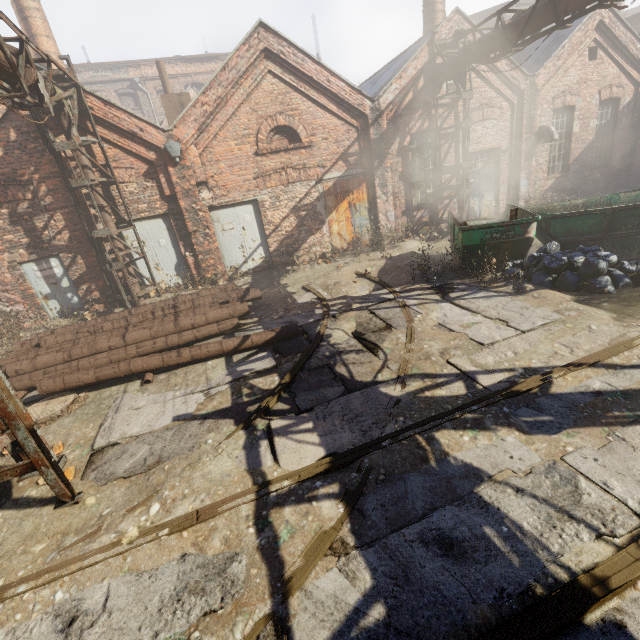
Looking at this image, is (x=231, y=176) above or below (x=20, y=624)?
above

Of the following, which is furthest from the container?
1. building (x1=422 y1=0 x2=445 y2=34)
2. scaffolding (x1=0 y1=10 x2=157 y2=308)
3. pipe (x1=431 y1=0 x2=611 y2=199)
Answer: scaffolding (x1=0 y1=10 x2=157 y2=308)

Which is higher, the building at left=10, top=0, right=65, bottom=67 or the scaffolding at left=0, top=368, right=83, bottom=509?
the building at left=10, top=0, right=65, bottom=67

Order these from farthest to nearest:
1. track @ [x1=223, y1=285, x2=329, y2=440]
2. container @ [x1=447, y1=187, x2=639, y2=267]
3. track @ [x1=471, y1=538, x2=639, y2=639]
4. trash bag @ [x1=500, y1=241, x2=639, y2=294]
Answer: container @ [x1=447, y1=187, x2=639, y2=267], trash bag @ [x1=500, y1=241, x2=639, y2=294], track @ [x1=223, y1=285, x2=329, y2=440], track @ [x1=471, y1=538, x2=639, y2=639]

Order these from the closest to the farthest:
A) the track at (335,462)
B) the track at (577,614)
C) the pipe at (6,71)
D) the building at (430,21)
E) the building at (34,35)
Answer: the track at (577,614)
the track at (335,462)
the pipe at (6,71)
the building at (34,35)
the building at (430,21)

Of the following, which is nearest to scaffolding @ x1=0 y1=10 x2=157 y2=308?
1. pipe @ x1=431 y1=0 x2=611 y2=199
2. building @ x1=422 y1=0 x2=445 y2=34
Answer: pipe @ x1=431 y1=0 x2=611 y2=199

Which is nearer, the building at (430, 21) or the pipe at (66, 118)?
the pipe at (66, 118)

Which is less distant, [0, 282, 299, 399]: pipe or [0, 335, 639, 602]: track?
[0, 335, 639, 602]: track
